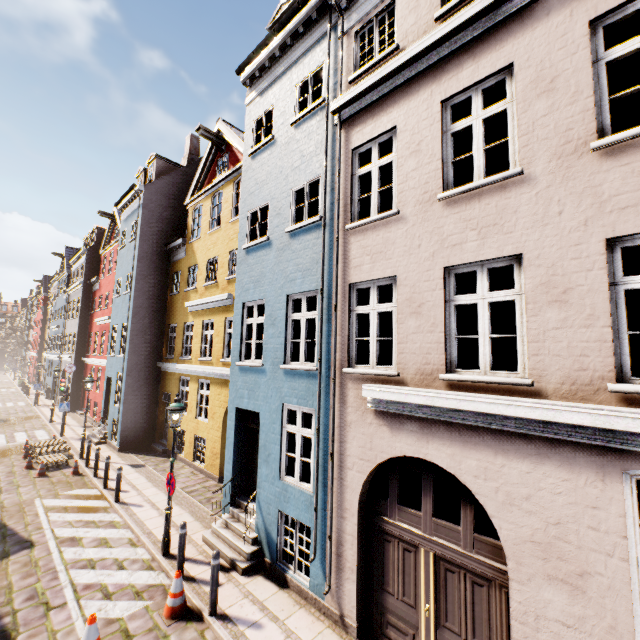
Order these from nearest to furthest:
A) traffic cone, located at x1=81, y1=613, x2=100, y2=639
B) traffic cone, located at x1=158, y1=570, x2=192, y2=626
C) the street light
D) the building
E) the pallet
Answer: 1. the building
2. traffic cone, located at x1=81, y1=613, x2=100, y2=639
3. traffic cone, located at x1=158, y1=570, x2=192, y2=626
4. the street light
5. the pallet

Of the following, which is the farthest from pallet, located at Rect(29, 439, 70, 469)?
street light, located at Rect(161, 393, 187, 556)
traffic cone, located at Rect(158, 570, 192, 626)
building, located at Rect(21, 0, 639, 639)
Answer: traffic cone, located at Rect(158, 570, 192, 626)

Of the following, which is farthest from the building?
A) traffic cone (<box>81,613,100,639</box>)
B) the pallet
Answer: traffic cone (<box>81,613,100,639</box>)

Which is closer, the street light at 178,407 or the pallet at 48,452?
the street light at 178,407

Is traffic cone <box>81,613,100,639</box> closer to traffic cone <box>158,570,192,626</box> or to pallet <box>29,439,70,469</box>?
traffic cone <box>158,570,192,626</box>

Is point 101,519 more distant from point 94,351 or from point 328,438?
point 94,351

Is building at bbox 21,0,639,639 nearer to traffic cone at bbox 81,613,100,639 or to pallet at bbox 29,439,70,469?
pallet at bbox 29,439,70,469

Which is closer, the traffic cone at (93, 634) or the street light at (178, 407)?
the traffic cone at (93, 634)
